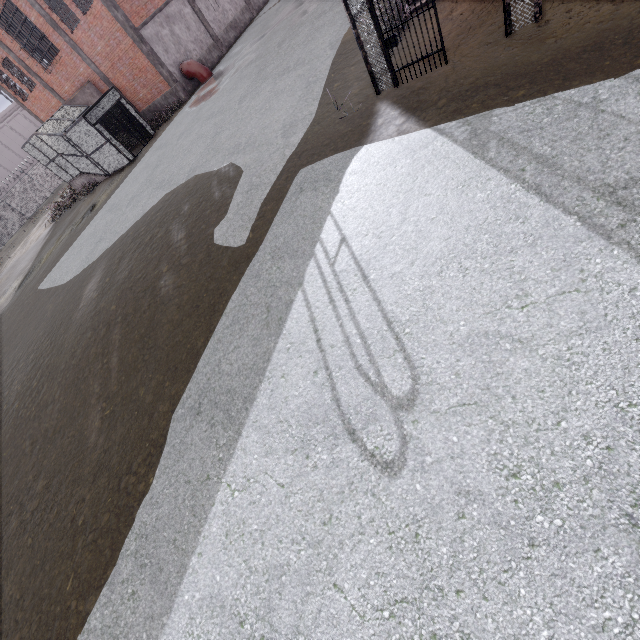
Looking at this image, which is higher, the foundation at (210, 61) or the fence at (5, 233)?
the fence at (5, 233)

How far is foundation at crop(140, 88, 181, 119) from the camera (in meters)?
21.84

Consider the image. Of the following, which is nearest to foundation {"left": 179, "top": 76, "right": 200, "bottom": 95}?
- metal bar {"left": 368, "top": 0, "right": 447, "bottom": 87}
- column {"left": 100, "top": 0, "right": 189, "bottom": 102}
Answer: column {"left": 100, "top": 0, "right": 189, "bottom": 102}

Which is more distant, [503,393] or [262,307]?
[262,307]

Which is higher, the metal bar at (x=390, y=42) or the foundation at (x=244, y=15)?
the metal bar at (x=390, y=42)

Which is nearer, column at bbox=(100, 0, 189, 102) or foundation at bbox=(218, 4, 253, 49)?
column at bbox=(100, 0, 189, 102)

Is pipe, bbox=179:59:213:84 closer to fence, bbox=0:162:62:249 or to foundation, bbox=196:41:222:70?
foundation, bbox=196:41:222:70

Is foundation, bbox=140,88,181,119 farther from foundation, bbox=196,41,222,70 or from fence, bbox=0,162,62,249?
fence, bbox=0,162,62,249
